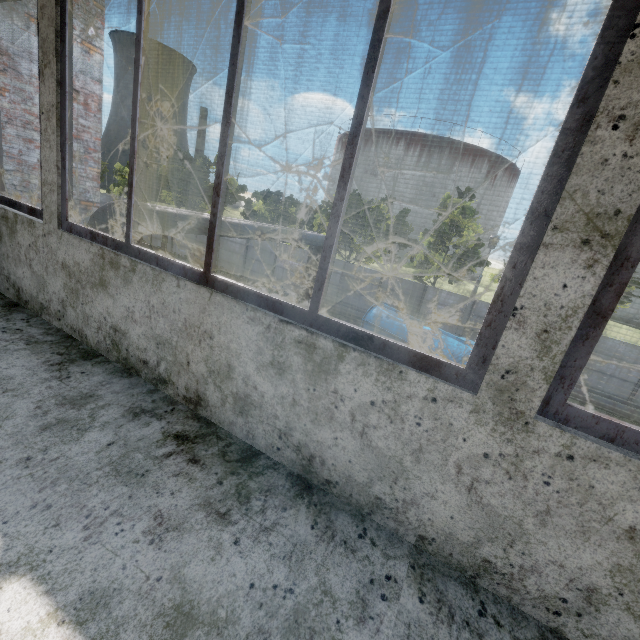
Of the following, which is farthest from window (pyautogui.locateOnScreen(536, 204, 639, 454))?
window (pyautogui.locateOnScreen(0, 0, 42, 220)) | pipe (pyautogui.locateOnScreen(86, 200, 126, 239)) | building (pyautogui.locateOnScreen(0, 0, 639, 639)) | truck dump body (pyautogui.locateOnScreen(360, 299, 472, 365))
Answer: truck dump body (pyautogui.locateOnScreen(360, 299, 472, 365))

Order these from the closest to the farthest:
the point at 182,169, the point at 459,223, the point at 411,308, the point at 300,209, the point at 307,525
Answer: the point at 307,525 → the point at 411,308 → the point at 459,223 → the point at 300,209 → the point at 182,169

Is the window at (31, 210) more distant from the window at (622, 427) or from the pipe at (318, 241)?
the window at (622, 427)

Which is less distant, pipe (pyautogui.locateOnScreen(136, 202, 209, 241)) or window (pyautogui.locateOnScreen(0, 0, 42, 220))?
window (pyautogui.locateOnScreen(0, 0, 42, 220))

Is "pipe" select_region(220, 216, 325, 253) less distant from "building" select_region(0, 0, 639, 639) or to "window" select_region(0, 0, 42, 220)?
"building" select_region(0, 0, 639, 639)

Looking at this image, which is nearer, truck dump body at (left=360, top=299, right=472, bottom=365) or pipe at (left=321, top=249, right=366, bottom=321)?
truck dump body at (left=360, top=299, right=472, bottom=365)

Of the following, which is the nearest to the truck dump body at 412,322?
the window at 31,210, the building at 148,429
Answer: the building at 148,429
